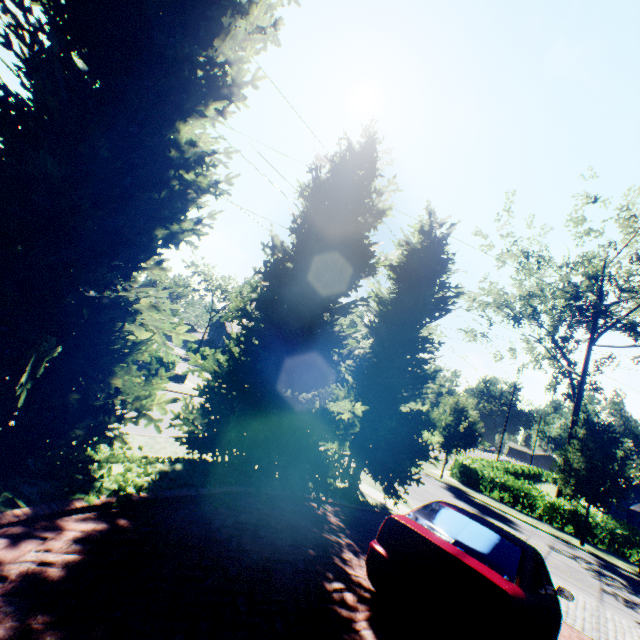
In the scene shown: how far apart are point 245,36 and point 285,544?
8.1 meters

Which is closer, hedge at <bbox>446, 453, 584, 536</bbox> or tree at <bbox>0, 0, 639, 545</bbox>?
tree at <bbox>0, 0, 639, 545</bbox>

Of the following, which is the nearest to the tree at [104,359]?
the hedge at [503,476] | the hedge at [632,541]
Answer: the hedge at [503,476]

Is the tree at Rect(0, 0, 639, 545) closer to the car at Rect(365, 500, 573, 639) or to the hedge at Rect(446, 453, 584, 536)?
the hedge at Rect(446, 453, 584, 536)

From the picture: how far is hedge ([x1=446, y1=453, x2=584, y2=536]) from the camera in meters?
20.5 m

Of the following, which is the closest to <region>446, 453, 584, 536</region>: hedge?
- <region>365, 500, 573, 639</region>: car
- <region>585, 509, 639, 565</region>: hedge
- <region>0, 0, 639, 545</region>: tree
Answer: <region>0, 0, 639, 545</region>: tree

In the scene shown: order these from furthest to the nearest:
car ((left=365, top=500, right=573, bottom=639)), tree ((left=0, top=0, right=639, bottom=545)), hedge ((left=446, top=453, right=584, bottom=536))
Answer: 1. hedge ((left=446, top=453, right=584, bottom=536))
2. tree ((left=0, top=0, right=639, bottom=545))
3. car ((left=365, top=500, right=573, bottom=639))

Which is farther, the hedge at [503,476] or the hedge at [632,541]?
the hedge at [503,476]
